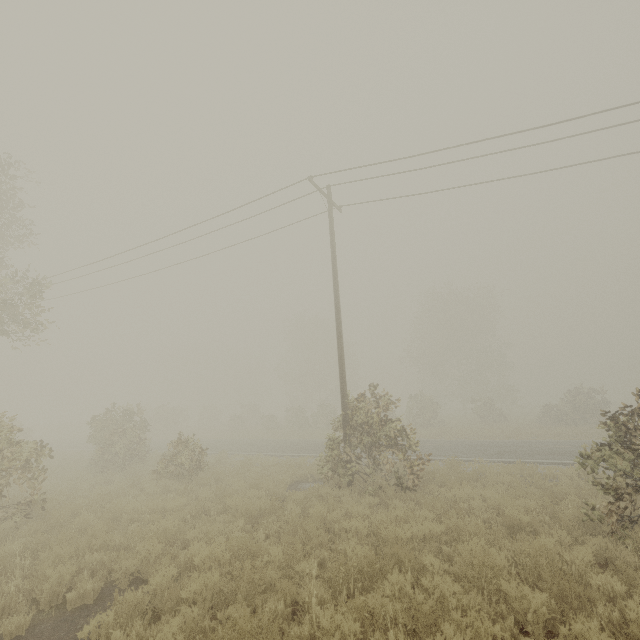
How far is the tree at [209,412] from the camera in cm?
4506

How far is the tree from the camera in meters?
45.1

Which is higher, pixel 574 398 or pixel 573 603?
pixel 574 398
